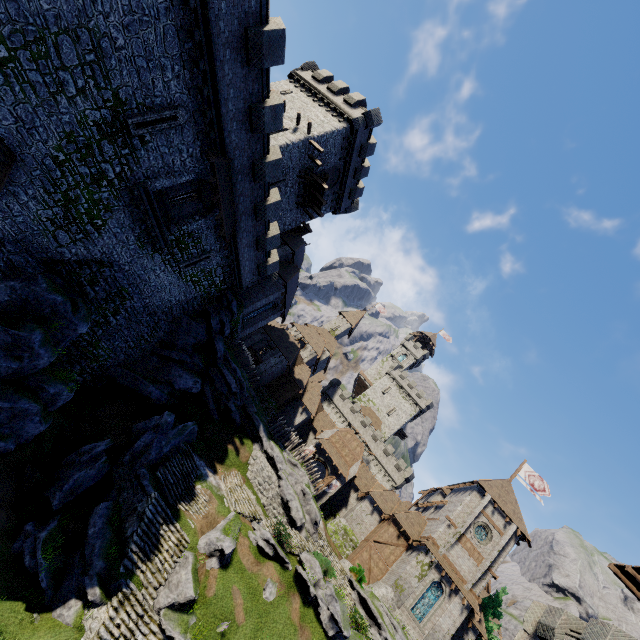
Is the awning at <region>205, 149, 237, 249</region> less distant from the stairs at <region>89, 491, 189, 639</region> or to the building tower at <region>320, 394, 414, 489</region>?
the stairs at <region>89, 491, 189, 639</region>

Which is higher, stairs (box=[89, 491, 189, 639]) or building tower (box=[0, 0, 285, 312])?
building tower (box=[0, 0, 285, 312])

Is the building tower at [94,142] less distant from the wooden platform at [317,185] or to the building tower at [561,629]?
the wooden platform at [317,185]

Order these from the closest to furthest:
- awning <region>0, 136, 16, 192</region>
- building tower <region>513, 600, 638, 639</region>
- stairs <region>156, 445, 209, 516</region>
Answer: awning <region>0, 136, 16, 192</region>
building tower <region>513, 600, 638, 639</region>
stairs <region>156, 445, 209, 516</region>

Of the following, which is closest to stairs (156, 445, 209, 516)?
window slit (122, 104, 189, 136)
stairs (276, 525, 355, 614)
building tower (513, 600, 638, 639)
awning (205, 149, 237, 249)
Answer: stairs (276, 525, 355, 614)

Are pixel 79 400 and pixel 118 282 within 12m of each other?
yes

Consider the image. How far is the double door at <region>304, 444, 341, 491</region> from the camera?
38.5m

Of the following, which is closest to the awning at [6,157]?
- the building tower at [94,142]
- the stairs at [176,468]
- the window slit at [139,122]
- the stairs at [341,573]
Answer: the building tower at [94,142]
